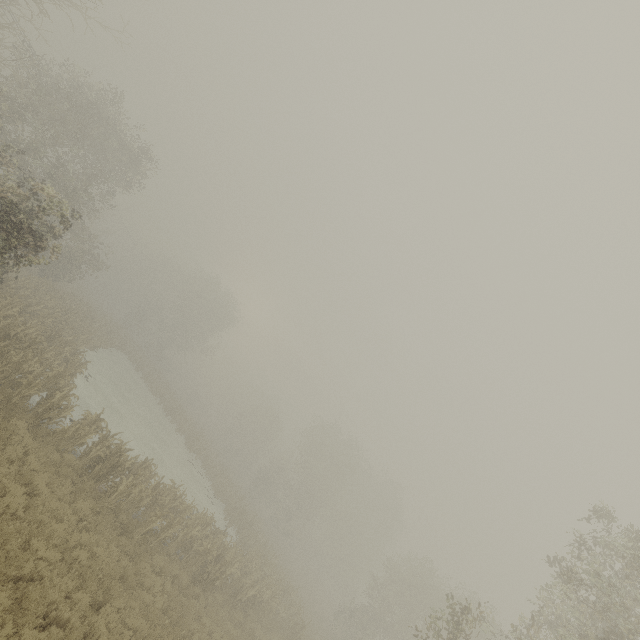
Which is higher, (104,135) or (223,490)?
(104,135)
